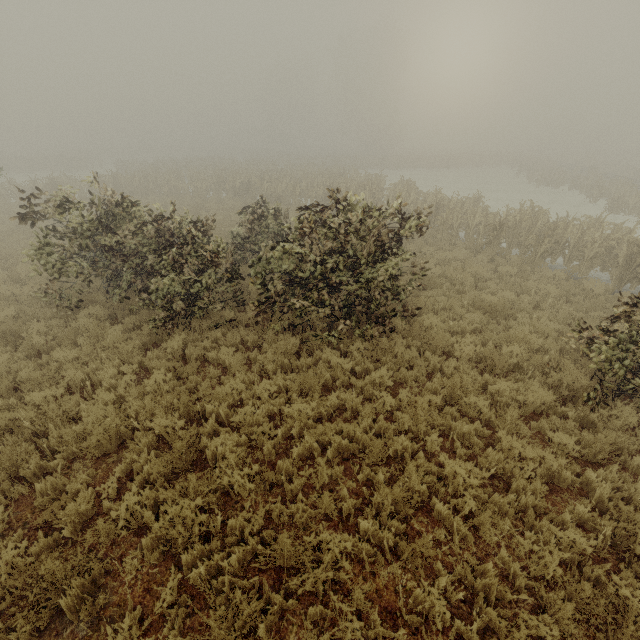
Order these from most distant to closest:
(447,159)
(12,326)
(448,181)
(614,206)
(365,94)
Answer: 1. (365,94)
2. (447,159)
3. (448,181)
4. (614,206)
5. (12,326)
